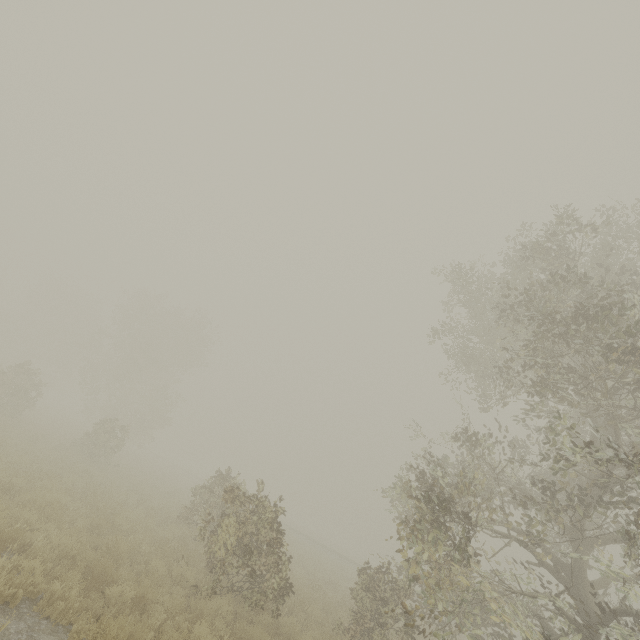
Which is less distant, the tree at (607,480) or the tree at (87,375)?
the tree at (607,480)

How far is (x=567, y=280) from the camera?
8.8 meters

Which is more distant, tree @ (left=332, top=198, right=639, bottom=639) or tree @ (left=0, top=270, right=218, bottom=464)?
tree @ (left=0, top=270, right=218, bottom=464)
